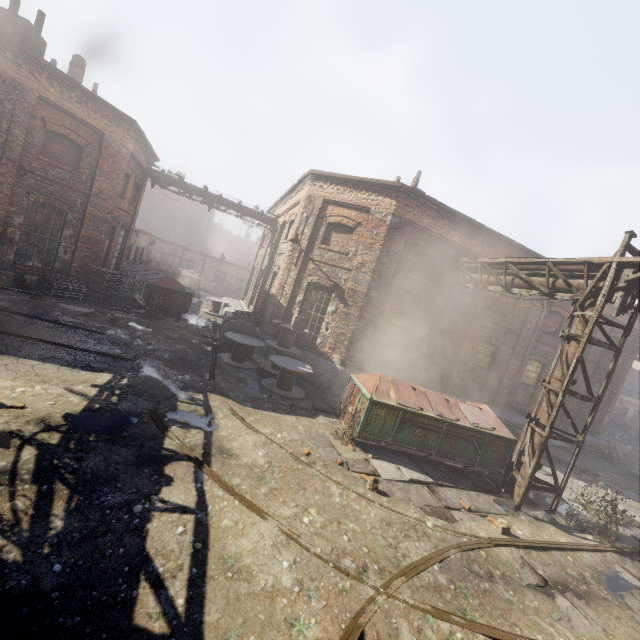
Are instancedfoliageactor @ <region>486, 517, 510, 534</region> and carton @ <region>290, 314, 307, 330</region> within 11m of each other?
yes

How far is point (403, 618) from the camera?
3.9m

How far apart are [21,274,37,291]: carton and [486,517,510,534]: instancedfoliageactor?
16.1 meters

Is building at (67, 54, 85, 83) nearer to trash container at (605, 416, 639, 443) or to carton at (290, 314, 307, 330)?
carton at (290, 314, 307, 330)

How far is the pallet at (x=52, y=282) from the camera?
12.7 meters

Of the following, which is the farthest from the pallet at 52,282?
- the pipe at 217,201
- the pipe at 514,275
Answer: the pipe at 514,275

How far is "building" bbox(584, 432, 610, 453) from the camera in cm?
1656
